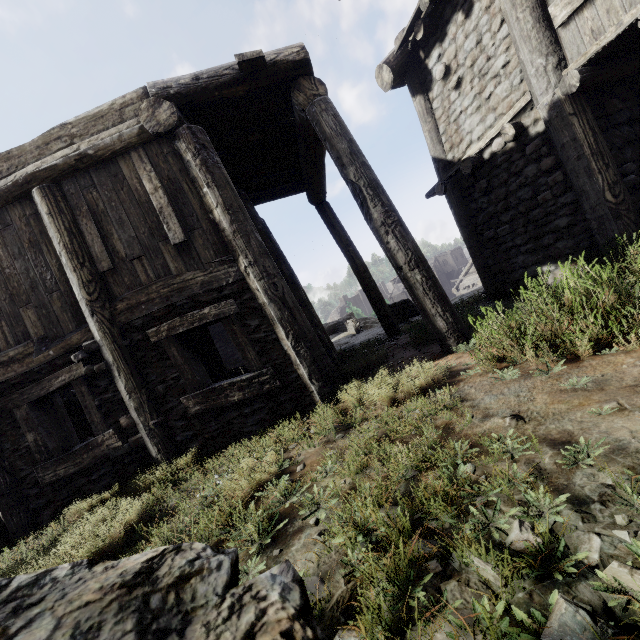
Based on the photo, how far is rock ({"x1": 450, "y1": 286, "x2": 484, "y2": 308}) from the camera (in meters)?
7.96

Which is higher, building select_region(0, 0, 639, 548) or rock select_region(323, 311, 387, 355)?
building select_region(0, 0, 639, 548)

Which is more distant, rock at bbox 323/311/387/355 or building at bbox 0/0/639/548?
rock at bbox 323/311/387/355

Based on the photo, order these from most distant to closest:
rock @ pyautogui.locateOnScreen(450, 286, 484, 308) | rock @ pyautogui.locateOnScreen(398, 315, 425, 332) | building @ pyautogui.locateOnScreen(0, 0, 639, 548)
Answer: rock @ pyautogui.locateOnScreen(450, 286, 484, 308) < rock @ pyautogui.locateOnScreen(398, 315, 425, 332) < building @ pyautogui.locateOnScreen(0, 0, 639, 548)

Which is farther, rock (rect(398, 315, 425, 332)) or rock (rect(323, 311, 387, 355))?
rock (rect(323, 311, 387, 355))

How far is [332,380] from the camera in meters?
4.6

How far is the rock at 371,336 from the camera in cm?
841

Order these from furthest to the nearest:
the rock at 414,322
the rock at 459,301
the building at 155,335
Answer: the rock at 459,301 → the rock at 414,322 → the building at 155,335
